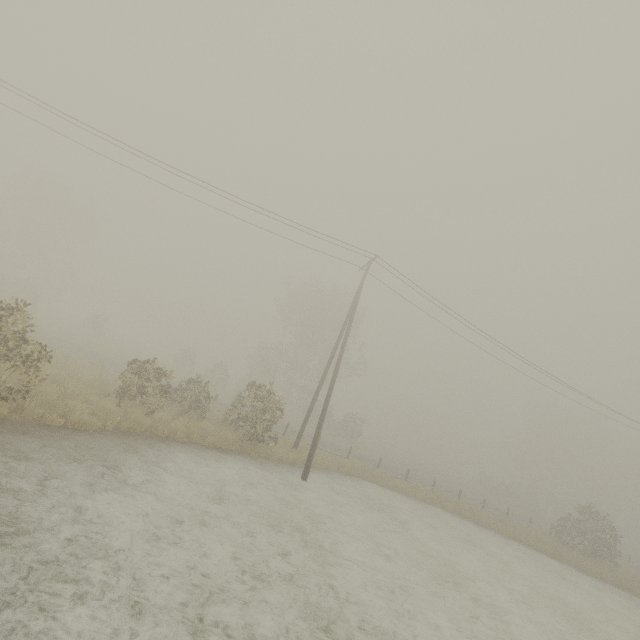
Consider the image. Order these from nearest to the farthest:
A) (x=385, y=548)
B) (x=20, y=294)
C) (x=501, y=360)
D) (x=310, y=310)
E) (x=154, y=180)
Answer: (x=385, y=548) < (x=154, y=180) < (x=501, y=360) < (x=20, y=294) < (x=310, y=310)
